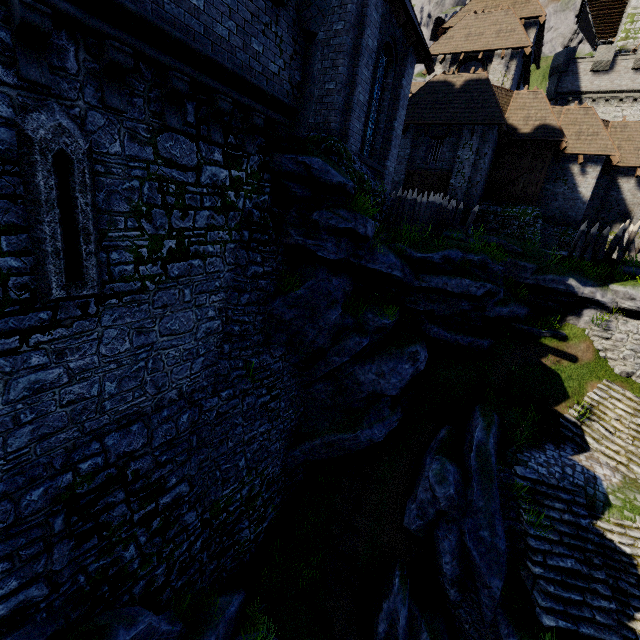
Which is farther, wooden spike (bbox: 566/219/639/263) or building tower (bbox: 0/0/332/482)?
wooden spike (bbox: 566/219/639/263)

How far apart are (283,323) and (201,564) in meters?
7.3

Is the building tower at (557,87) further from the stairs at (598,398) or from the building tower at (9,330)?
the building tower at (9,330)

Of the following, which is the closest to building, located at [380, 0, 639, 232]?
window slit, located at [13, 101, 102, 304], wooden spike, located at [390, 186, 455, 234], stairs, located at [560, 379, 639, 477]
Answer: wooden spike, located at [390, 186, 455, 234]

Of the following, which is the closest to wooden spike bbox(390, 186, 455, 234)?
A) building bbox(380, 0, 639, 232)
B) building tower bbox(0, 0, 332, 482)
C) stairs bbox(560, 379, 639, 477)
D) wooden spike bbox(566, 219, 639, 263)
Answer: building bbox(380, 0, 639, 232)

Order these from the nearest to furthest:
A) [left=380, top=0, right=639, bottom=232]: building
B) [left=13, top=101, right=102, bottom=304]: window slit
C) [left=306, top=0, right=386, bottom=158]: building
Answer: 1. [left=13, top=101, right=102, bottom=304]: window slit
2. [left=306, top=0, right=386, bottom=158]: building
3. [left=380, top=0, right=639, bottom=232]: building

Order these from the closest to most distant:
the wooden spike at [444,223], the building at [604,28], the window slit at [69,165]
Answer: the window slit at [69,165] → the wooden spike at [444,223] → the building at [604,28]

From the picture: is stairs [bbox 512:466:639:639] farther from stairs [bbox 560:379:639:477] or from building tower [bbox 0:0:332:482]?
building tower [bbox 0:0:332:482]
